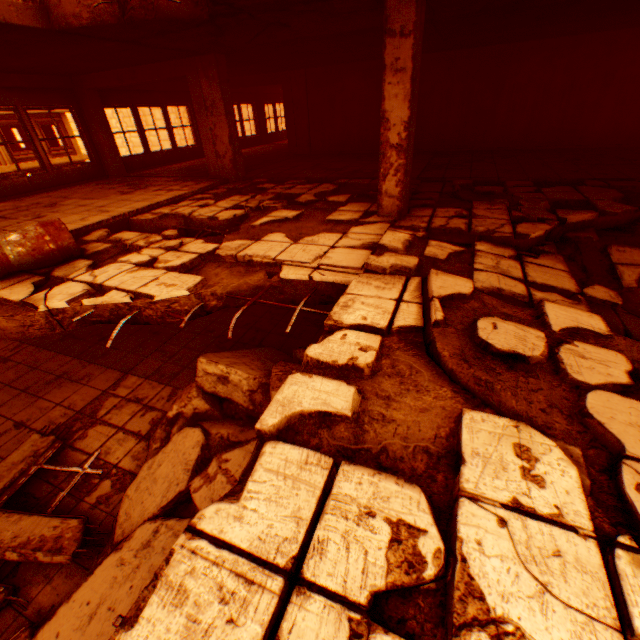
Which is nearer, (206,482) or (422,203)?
(206,482)

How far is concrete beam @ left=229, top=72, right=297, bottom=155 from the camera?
11.6 meters

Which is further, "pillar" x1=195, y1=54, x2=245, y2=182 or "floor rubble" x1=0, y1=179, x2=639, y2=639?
"pillar" x1=195, y1=54, x2=245, y2=182

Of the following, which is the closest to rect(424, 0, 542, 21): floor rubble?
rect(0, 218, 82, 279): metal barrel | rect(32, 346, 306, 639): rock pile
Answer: rect(0, 218, 82, 279): metal barrel

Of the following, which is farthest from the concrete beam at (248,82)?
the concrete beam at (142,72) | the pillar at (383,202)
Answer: the pillar at (383,202)

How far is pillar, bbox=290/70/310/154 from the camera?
11.4 meters

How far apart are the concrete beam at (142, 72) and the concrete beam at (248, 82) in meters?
4.6

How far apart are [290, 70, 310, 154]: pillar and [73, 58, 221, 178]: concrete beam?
4.6m
